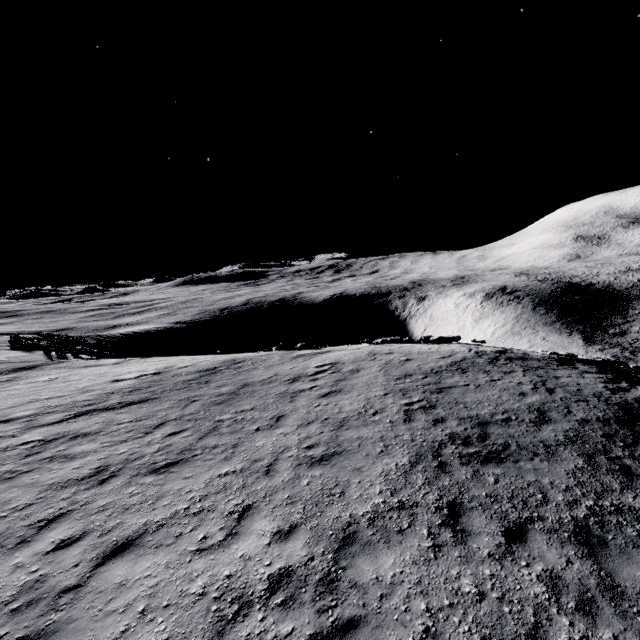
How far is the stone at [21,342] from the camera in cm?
2749

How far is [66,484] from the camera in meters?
8.0

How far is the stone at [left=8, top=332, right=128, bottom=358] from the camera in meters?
27.5
